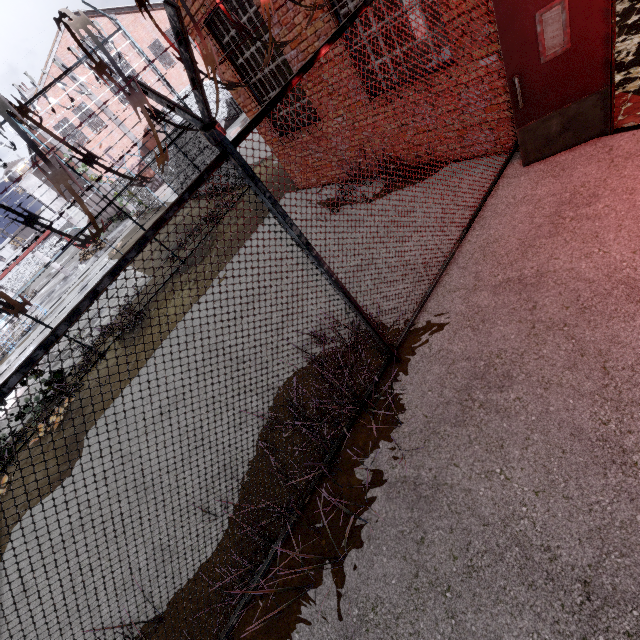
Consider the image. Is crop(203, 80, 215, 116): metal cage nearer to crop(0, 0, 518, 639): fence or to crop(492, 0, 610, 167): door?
crop(0, 0, 518, 639): fence

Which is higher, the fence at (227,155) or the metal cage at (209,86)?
the metal cage at (209,86)

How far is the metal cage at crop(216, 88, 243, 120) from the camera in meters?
27.3

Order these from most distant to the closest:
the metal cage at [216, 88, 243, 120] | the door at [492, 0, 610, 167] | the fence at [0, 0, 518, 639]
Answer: the metal cage at [216, 88, 243, 120], the door at [492, 0, 610, 167], the fence at [0, 0, 518, 639]

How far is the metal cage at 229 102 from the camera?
27.3m

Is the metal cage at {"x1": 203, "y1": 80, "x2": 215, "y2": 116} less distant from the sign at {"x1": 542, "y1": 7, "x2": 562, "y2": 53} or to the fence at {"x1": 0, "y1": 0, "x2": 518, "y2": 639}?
the fence at {"x1": 0, "y1": 0, "x2": 518, "y2": 639}

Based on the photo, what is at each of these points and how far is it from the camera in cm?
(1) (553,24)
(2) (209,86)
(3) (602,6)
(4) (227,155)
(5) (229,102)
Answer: (1) sign, 367
(2) metal cage, 2655
(3) door, 332
(4) fence, 214
(5) metal cage, 2777

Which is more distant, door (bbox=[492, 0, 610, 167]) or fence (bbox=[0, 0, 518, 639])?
door (bbox=[492, 0, 610, 167])
